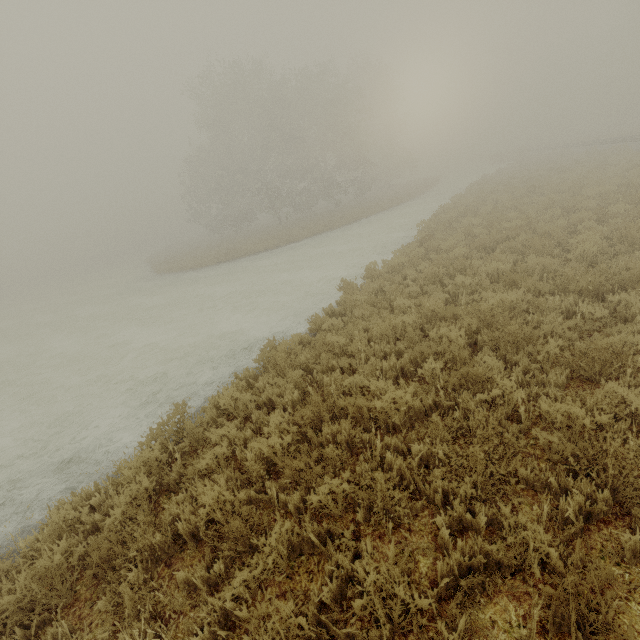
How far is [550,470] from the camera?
3.5 meters

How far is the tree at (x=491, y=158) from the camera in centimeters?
4034cm

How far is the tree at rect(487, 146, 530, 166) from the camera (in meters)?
40.34
